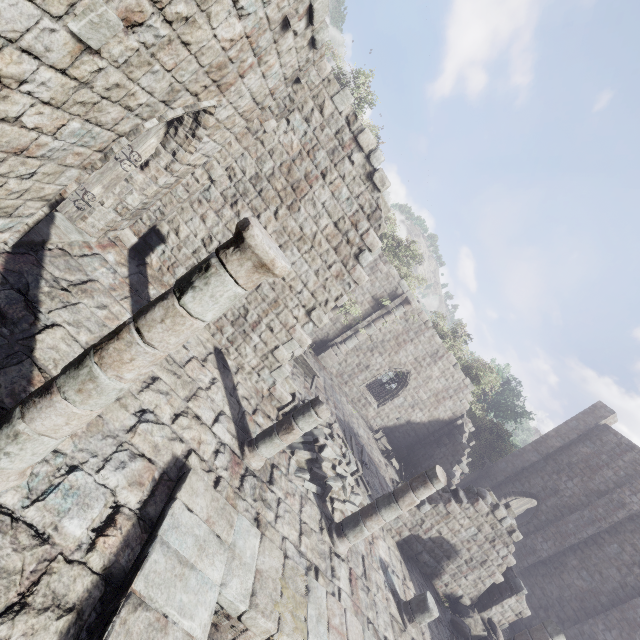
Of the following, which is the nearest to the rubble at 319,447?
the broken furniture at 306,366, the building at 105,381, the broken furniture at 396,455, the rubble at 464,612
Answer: the building at 105,381

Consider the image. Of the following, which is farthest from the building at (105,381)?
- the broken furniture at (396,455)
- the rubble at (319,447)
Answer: the broken furniture at (396,455)

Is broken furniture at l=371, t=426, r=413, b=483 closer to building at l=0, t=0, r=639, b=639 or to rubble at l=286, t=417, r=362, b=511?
building at l=0, t=0, r=639, b=639

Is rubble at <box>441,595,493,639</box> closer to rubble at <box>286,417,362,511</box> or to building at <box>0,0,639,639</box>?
building at <box>0,0,639,639</box>

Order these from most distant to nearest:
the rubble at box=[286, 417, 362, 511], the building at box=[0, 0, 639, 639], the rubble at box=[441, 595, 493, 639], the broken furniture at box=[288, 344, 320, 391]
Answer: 1. the broken furniture at box=[288, 344, 320, 391]
2. the rubble at box=[441, 595, 493, 639]
3. the rubble at box=[286, 417, 362, 511]
4. the building at box=[0, 0, 639, 639]

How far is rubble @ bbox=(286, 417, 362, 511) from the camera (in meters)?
9.22

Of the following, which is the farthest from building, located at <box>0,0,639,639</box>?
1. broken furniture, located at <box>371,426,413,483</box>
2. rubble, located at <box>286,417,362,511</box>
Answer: broken furniture, located at <box>371,426,413,483</box>

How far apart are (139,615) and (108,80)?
6.3m
